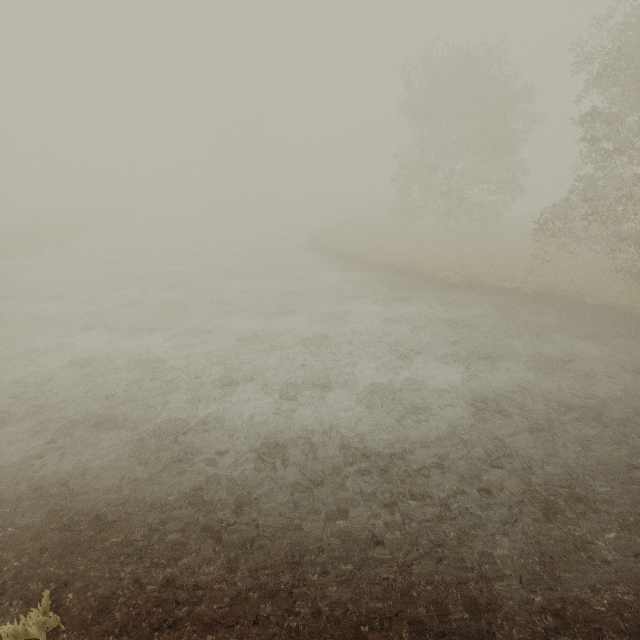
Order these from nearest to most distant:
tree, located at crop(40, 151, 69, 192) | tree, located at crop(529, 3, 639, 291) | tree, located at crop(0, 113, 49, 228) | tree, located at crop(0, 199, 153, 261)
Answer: tree, located at crop(529, 3, 639, 291) < tree, located at crop(0, 199, 153, 261) < tree, located at crop(0, 113, 49, 228) < tree, located at crop(40, 151, 69, 192)

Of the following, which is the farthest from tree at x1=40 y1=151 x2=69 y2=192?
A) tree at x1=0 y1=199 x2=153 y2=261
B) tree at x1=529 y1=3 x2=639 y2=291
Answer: tree at x1=529 y1=3 x2=639 y2=291

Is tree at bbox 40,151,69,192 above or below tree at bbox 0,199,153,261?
above

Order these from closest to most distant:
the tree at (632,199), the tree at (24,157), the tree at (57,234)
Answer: the tree at (632,199) < the tree at (57,234) < the tree at (24,157)

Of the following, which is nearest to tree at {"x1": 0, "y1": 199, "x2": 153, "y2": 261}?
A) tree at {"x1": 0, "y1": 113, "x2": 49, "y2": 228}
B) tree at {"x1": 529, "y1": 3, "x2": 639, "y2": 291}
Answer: tree at {"x1": 0, "y1": 113, "x2": 49, "y2": 228}

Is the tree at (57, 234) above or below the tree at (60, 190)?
below

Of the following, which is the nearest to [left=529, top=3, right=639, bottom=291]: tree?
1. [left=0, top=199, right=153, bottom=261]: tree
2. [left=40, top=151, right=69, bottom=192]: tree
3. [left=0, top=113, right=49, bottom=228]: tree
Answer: [left=0, top=199, right=153, bottom=261]: tree

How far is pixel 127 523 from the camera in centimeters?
507cm
